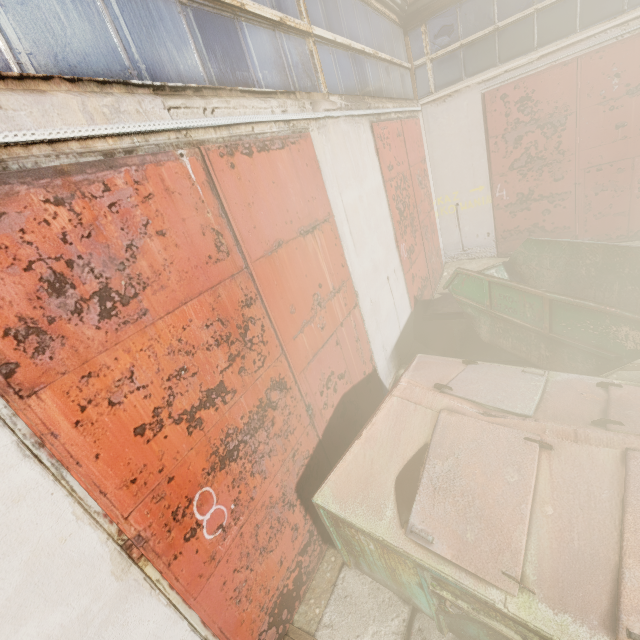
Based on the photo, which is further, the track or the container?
the container

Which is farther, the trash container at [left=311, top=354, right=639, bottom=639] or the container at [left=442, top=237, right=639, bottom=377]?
the container at [left=442, top=237, right=639, bottom=377]

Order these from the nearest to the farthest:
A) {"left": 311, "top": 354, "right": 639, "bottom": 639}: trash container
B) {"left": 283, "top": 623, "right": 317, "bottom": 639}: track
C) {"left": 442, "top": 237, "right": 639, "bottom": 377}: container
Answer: {"left": 311, "top": 354, "right": 639, "bottom": 639}: trash container
{"left": 283, "top": 623, "right": 317, "bottom": 639}: track
{"left": 442, "top": 237, "right": 639, "bottom": 377}: container

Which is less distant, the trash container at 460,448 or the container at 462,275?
the trash container at 460,448

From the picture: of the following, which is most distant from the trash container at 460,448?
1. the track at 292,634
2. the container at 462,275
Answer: the container at 462,275

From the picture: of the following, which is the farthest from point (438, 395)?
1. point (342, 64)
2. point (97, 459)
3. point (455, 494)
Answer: point (342, 64)

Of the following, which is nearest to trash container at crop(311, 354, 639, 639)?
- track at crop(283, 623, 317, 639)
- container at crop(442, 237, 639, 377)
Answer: track at crop(283, 623, 317, 639)
